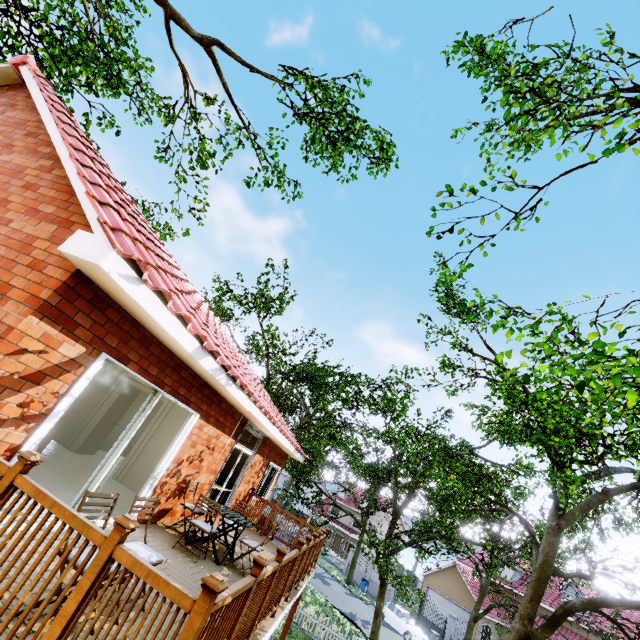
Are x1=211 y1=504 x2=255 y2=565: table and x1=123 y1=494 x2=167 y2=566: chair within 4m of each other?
yes

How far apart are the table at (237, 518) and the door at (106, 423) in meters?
4.4 m

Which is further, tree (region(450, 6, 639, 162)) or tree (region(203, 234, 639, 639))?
tree (region(203, 234, 639, 639))

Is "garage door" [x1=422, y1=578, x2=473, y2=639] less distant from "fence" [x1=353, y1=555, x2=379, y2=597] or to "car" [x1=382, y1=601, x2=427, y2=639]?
"fence" [x1=353, y1=555, x2=379, y2=597]

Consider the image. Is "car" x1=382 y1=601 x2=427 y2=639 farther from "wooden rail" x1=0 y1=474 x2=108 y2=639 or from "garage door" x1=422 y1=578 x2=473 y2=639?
"wooden rail" x1=0 y1=474 x2=108 y2=639

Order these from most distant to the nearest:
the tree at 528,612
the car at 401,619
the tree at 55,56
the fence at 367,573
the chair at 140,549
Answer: the fence at 367,573
the car at 401,619
the tree at 55,56
the tree at 528,612
the chair at 140,549

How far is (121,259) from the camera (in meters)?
3.27

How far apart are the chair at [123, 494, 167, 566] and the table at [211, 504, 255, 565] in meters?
2.6
